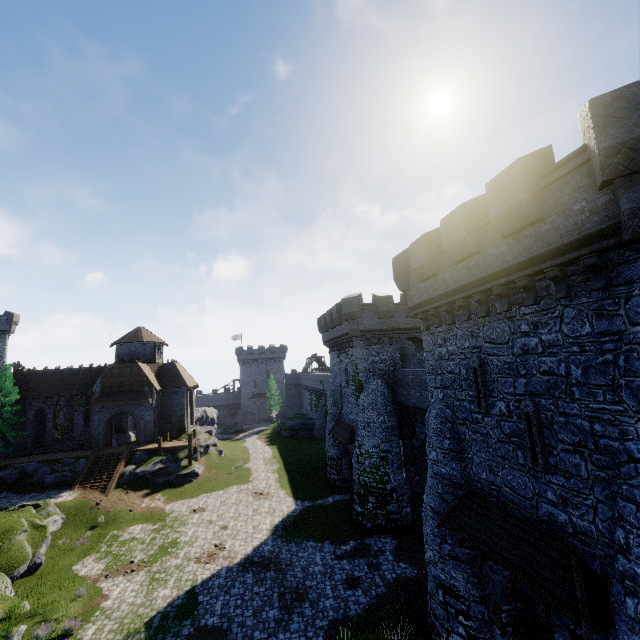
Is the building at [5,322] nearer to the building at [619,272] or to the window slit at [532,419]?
the building at [619,272]

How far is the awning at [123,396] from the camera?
34.72m

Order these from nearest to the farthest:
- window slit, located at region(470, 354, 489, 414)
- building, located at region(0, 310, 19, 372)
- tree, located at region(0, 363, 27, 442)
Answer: window slit, located at region(470, 354, 489, 414)
tree, located at region(0, 363, 27, 442)
building, located at region(0, 310, 19, 372)

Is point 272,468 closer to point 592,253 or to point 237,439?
point 237,439

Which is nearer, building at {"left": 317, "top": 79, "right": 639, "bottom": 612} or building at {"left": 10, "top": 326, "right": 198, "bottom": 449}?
building at {"left": 317, "top": 79, "right": 639, "bottom": 612}

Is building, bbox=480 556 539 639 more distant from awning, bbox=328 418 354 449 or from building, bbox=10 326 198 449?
building, bbox=10 326 198 449

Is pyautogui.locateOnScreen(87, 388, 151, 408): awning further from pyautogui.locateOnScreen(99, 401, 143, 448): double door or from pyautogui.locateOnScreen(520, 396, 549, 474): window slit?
pyautogui.locateOnScreen(520, 396, 549, 474): window slit

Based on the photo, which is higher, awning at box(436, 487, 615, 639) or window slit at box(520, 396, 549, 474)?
window slit at box(520, 396, 549, 474)
